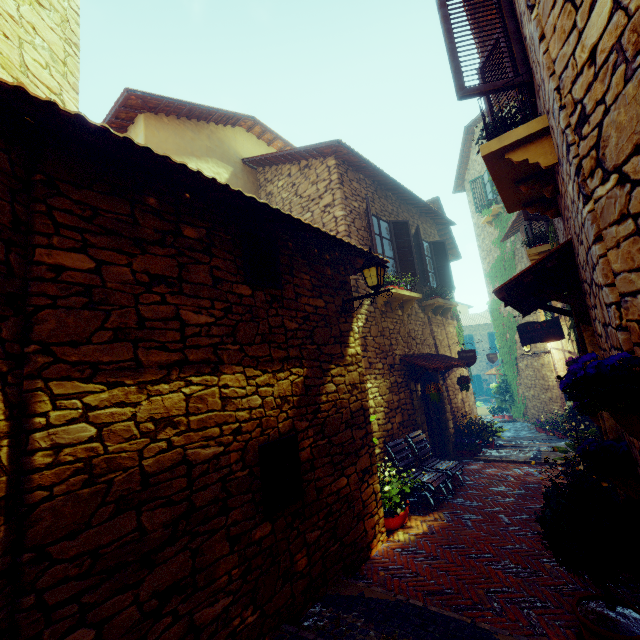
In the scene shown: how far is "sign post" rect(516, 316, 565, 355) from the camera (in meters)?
7.95

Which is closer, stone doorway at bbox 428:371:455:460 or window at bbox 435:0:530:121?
window at bbox 435:0:530:121

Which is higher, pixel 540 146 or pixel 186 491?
pixel 540 146

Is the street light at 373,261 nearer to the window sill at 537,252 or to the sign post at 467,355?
the window sill at 537,252

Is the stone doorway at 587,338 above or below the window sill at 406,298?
below

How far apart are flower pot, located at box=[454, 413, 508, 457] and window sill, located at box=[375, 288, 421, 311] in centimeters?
371cm

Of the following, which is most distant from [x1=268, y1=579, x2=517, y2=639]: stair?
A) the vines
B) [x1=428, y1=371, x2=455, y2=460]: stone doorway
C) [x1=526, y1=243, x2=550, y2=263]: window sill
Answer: the vines

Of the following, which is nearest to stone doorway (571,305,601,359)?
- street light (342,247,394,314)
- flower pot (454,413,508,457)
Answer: street light (342,247,394,314)
